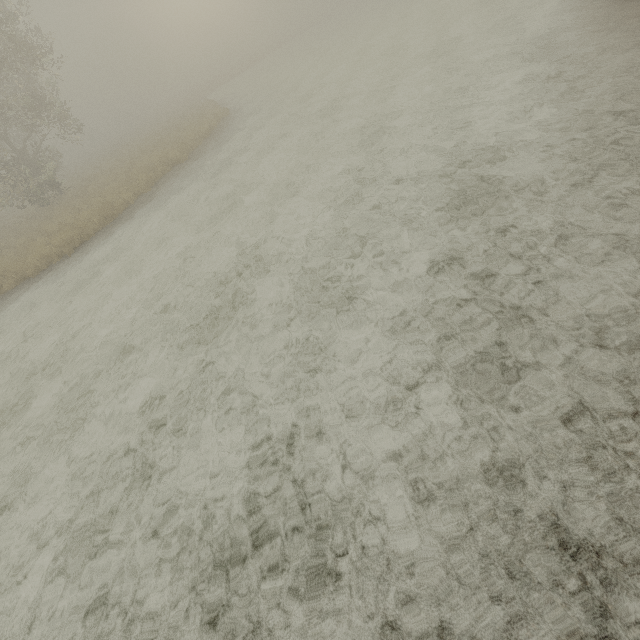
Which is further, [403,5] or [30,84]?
[403,5]
